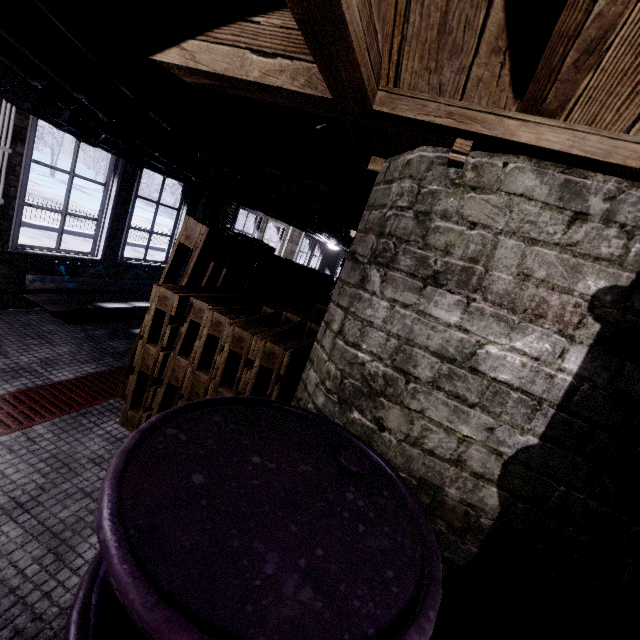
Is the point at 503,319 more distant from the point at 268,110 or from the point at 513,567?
the point at 268,110

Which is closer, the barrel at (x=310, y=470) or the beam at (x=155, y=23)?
the barrel at (x=310, y=470)

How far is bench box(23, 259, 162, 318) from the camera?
3.1m

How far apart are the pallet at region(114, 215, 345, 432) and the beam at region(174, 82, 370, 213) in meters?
0.8 m

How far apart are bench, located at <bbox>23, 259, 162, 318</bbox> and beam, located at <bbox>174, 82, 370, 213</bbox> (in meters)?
1.49

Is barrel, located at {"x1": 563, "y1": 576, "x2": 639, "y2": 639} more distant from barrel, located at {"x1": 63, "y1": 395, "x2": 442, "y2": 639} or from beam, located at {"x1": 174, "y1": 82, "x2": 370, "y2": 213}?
beam, located at {"x1": 174, "y1": 82, "x2": 370, "y2": 213}

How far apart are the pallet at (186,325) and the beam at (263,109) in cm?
76

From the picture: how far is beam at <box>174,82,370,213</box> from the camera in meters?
1.7 m
